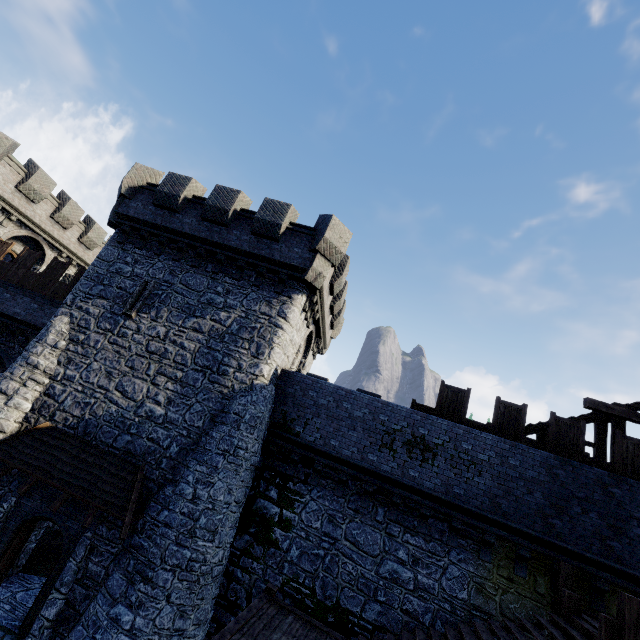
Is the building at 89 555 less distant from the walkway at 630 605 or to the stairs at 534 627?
the stairs at 534 627

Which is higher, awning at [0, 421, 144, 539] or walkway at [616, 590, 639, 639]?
walkway at [616, 590, 639, 639]

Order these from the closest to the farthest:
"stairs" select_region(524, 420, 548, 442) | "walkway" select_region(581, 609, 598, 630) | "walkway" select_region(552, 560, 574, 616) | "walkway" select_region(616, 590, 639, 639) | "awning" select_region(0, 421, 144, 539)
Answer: "walkway" select_region(616, 590, 639, 639), "walkway" select_region(581, 609, 598, 630), "walkway" select_region(552, 560, 574, 616), "awning" select_region(0, 421, 144, 539), "stairs" select_region(524, 420, 548, 442)

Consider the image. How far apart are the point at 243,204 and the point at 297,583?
15.4m

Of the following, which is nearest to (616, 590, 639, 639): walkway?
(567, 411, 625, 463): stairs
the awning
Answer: (567, 411, 625, 463): stairs

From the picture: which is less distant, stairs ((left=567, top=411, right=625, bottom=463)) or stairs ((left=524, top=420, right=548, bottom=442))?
stairs ((left=567, top=411, right=625, bottom=463))

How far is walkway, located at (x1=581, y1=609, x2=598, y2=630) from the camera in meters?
7.6 m

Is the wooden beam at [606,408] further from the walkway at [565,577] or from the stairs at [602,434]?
the walkway at [565,577]
